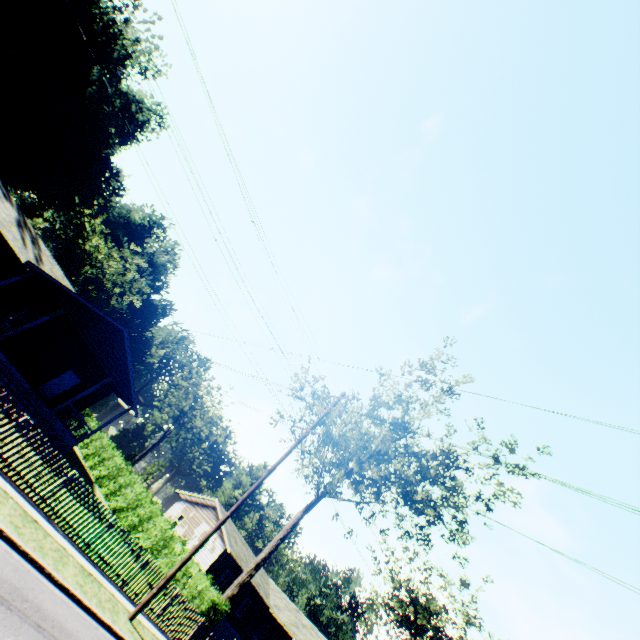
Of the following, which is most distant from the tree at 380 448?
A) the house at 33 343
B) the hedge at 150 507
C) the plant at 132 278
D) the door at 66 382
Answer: the plant at 132 278

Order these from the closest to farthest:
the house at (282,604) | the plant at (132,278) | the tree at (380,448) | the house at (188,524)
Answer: the tree at (380,448) < the house at (282,604) < the house at (188,524) < the plant at (132,278)

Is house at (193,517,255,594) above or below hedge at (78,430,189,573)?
above

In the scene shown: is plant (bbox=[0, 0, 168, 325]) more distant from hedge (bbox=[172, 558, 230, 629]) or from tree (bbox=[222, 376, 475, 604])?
hedge (bbox=[172, 558, 230, 629])

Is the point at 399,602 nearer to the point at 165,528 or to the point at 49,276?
the point at 165,528

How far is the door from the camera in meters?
22.5

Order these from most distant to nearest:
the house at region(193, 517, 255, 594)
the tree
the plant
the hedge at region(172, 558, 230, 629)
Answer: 1. the plant
2. the house at region(193, 517, 255, 594)
3. the tree
4. the hedge at region(172, 558, 230, 629)

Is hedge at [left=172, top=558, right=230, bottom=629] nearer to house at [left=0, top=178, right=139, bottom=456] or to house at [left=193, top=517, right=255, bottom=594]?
house at [left=0, top=178, right=139, bottom=456]
